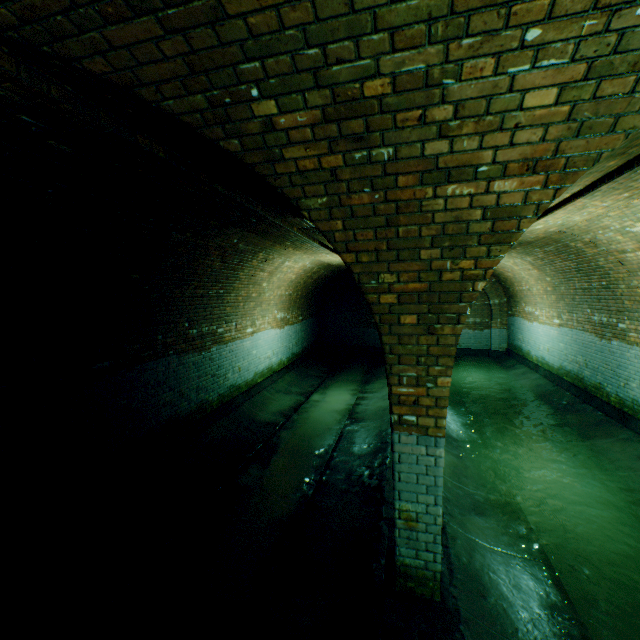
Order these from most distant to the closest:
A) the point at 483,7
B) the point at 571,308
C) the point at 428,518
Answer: the point at 571,308 < the point at 428,518 < the point at 483,7

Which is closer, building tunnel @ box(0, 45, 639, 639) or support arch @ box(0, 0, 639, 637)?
support arch @ box(0, 0, 639, 637)

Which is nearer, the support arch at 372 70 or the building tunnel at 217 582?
the support arch at 372 70
